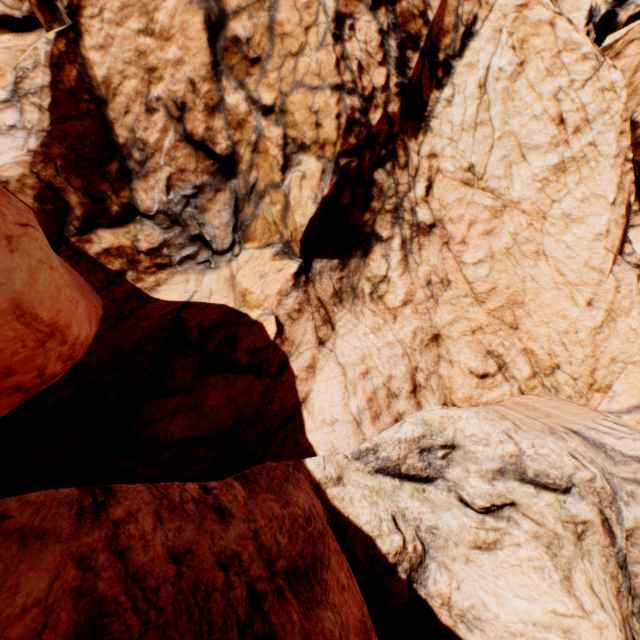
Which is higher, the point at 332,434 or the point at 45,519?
the point at 45,519
